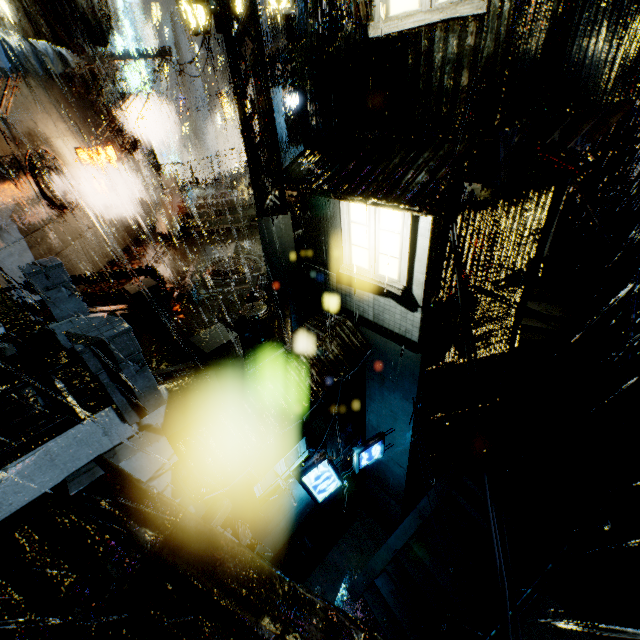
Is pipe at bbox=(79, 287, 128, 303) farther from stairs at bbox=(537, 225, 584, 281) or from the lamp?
stairs at bbox=(537, 225, 584, 281)

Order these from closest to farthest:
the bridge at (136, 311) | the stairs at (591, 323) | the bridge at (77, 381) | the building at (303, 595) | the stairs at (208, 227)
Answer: the building at (303, 595), the bridge at (136, 311), the bridge at (77, 381), the stairs at (591, 323), the stairs at (208, 227)

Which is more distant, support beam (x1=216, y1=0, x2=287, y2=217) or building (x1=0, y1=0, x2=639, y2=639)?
support beam (x1=216, y1=0, x2=287, y2=217)

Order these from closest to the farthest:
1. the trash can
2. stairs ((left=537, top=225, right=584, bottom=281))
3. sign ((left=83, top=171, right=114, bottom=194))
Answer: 1. the trash can
2. stairs ((left=537, top=225, right=584, bottom=281))
3. sign ((left=83, top=171, right=114, bottom=194))

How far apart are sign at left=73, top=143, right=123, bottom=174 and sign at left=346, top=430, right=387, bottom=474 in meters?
16.4 m

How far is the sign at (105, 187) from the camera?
16.1 meters

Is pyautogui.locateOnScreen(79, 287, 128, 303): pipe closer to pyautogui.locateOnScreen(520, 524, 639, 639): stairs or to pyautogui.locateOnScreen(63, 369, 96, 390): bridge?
pyautogui.locateOnScreen(63, 369, 96, 390): bridge

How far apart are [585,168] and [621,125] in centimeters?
231cm
